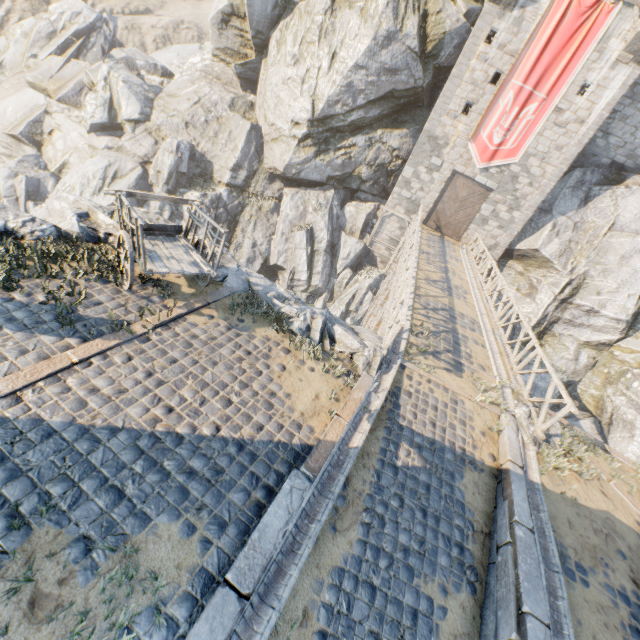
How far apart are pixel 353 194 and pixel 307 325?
21.1m

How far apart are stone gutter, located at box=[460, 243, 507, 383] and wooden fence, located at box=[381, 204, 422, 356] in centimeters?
342cm

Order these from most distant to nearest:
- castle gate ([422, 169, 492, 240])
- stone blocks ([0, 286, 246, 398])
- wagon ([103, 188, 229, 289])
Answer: castle gate ([422, 169, 492, 240]) → wagon ([103, 188, 229, 289]) → stone blocks ([0, 286, 246, 398])

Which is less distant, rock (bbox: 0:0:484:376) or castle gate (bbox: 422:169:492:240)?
rock (bbox: 0:0:484:376)

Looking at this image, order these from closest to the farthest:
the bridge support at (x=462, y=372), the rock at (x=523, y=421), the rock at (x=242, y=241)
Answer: the rock at (x=523, y=421), the bridge support at (x=462, y=372), the rock at (x=242, y=241)

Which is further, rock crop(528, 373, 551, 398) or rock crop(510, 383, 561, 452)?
rock crop(528, 373, 551, 398)

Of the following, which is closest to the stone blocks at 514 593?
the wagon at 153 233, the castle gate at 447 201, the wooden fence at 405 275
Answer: the wooden fence at 405 275

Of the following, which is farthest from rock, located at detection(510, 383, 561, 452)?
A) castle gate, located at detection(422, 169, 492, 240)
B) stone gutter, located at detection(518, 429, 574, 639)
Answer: castle gate, located at detection(422, 169, 492, 240)
